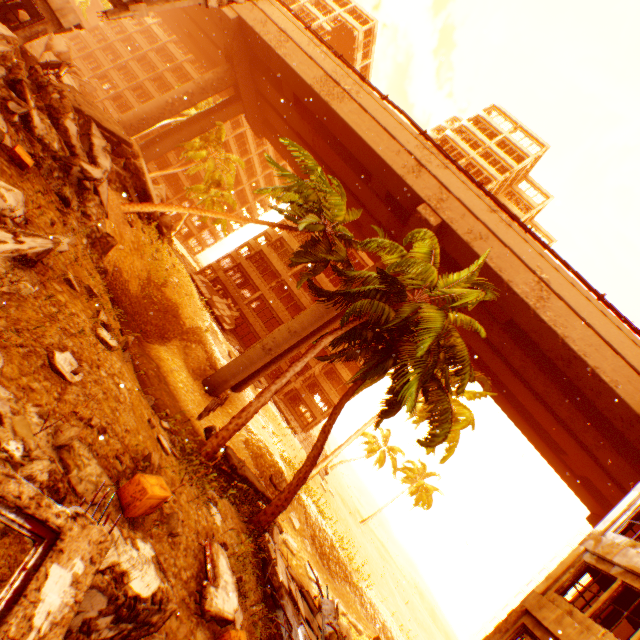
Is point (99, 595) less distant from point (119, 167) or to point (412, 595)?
point (119, 167)

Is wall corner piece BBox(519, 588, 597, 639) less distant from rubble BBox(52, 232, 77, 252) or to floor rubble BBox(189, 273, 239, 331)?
rubble BBox(52, 232, 77, 252)

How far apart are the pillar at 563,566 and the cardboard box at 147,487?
13.36m

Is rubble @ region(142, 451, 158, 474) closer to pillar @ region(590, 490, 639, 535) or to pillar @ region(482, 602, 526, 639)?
pillar @ region(482, 602, 526, 639)

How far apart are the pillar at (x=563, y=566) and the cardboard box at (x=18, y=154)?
19.3m

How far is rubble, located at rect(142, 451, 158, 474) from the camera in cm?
492

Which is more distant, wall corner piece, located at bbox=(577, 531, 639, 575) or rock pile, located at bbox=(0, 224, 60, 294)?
wall corner piece, located at bbox=(577, 531, 639, 575)

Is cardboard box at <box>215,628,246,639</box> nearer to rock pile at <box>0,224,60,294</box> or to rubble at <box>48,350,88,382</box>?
rubble at <box>48,350,88,382</box>
